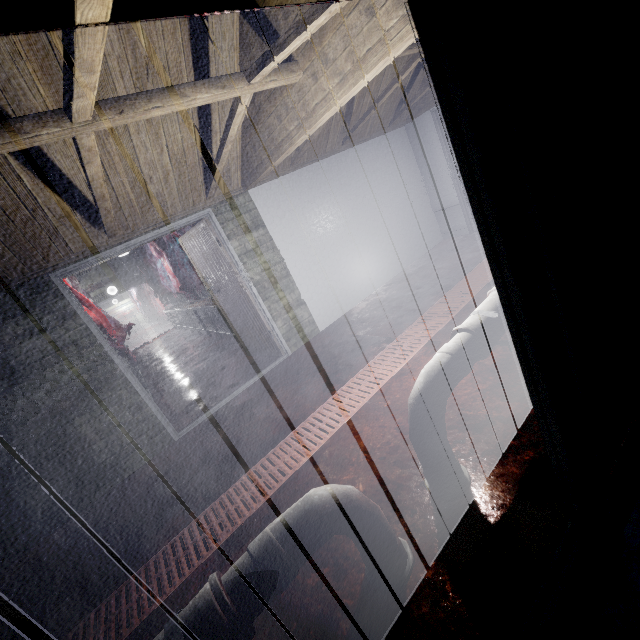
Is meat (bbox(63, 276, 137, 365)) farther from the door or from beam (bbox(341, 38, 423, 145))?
beam (bbox(341, 38, 423, 145))

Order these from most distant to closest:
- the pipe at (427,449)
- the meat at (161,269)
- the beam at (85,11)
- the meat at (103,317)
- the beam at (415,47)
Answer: the meat at (161,269)
the meat at (103,317)
the beam at (415,47)
the pipe at (427,449)
the beam at (85,11)

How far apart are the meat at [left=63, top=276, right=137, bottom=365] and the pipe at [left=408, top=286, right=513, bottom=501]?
4.7 meters

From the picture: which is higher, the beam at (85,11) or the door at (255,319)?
the beam at (85,11)

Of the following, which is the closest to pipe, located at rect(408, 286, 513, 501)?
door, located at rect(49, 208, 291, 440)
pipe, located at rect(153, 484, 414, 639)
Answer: pipe, located at rect(153, 484, 414, 639)

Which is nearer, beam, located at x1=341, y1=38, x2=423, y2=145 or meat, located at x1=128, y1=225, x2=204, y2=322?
beam, located at x1=341, y1=38, x2=423, y2=145

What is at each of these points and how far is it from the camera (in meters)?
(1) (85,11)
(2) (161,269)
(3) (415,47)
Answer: (1) beam, 0.86
(2) meat, 7.99
(3) beam, 2.89

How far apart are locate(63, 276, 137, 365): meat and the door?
1.70m
